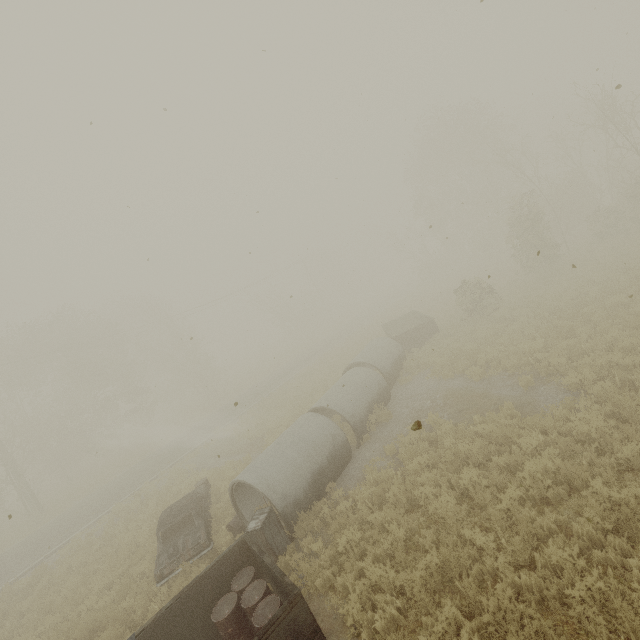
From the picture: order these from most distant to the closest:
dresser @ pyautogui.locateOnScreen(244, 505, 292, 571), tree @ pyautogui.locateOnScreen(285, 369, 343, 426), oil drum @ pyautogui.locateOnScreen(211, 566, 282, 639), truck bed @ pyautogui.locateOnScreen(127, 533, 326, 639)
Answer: tree @ pyautogui.locateOnScreen(285, 369, 343, 426) → dresser @ pyautogui.locateOnScreen(244, 505, 292, 571) → oil drum @ pyautogui.locateOnScreen(211, 566, 282, 639) → truck bed @ pyautogui.locateOnScreen(127, 533, 326, 639)

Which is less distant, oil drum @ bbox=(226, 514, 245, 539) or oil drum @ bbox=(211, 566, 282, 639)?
oil drum @ bbox=(211, 566, 282, 639)

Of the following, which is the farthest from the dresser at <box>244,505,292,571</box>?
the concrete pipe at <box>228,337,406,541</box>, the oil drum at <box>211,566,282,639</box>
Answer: the oil drum at <box>211,566,282,639</box>

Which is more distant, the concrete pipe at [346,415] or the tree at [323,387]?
the tree at [323,387]

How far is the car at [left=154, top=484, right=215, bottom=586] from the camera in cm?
944

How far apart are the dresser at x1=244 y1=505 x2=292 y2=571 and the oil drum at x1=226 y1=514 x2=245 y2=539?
1.6m

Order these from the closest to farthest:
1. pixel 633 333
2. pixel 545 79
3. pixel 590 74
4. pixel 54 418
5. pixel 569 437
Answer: pixel 569 437 → pixel 633 333 → pixel 545 79 → pixel 590 74 → pixel 54 418

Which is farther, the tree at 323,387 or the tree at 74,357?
the tree at 74,357
